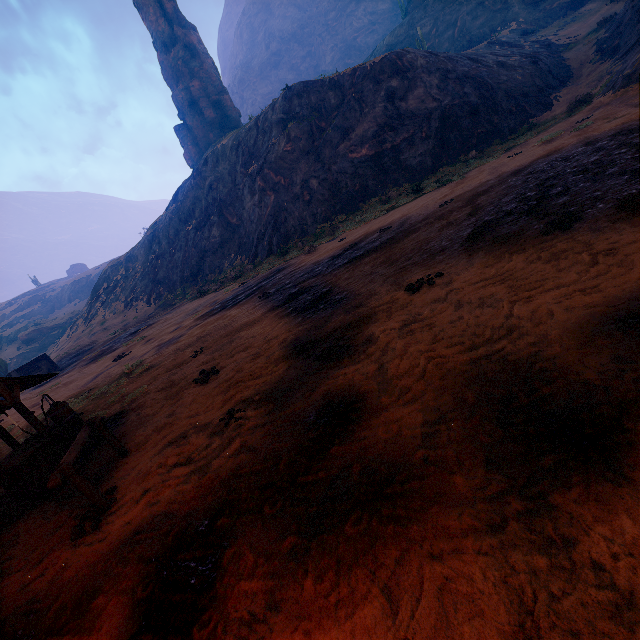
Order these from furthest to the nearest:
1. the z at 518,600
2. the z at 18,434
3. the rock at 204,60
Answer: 1. the rock at 204,60
2. the z at 18,434
3. the z at 518,600

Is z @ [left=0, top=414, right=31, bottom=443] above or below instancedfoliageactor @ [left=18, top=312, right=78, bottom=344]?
below

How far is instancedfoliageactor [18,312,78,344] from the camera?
54.28m

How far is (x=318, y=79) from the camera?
30.20m

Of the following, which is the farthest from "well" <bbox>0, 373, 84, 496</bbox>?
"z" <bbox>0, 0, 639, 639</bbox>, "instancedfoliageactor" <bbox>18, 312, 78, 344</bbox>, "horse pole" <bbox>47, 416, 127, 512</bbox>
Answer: "instancedfoliageactor" <bbox>18, 312, 78, 344</bbox>

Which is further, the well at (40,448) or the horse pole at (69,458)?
the well at (40,448)

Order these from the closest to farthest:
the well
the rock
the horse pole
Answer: the horse pole < the well < the rock

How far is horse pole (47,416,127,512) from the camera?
4.3 meters
